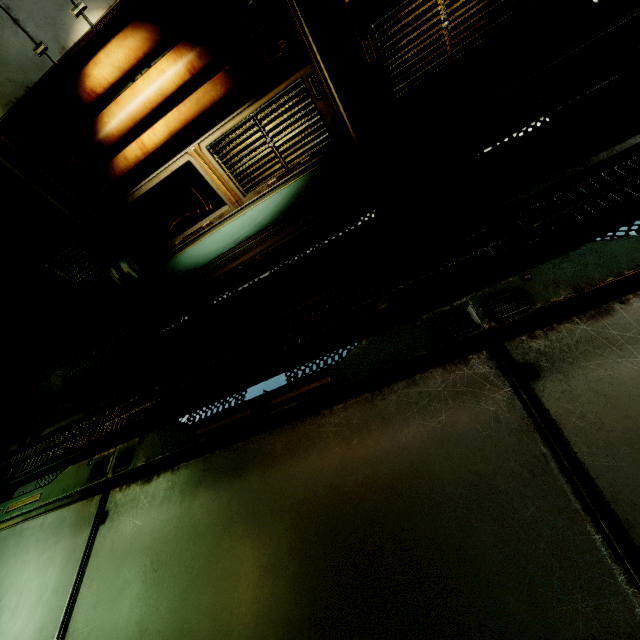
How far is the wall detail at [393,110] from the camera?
3.11m

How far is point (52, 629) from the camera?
2.44m

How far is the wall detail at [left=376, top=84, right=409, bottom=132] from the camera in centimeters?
311cm
